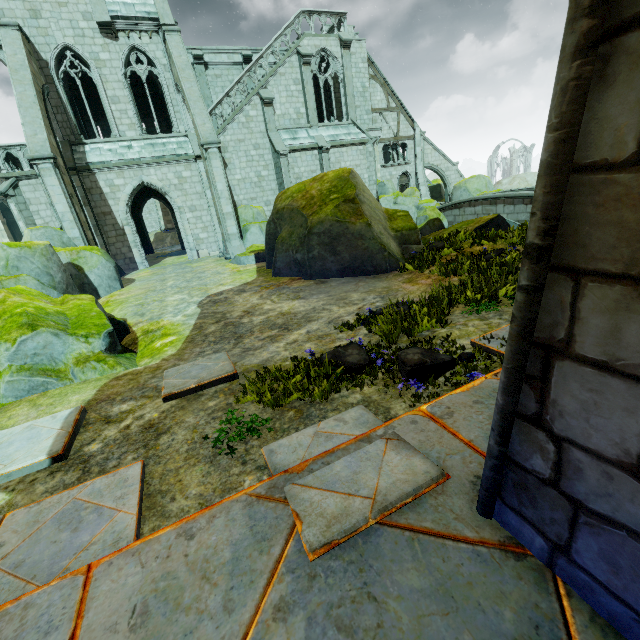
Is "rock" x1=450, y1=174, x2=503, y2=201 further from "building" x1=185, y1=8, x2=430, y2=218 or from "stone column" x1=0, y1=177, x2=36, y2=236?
"stone column" x1=0, y1=177, x2=36, y2=236

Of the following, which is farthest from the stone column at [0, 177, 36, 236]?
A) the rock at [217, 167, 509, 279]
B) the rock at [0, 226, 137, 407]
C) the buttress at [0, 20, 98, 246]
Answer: the rock at [217, 167, 509, 279]

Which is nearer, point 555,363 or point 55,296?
point 555,363

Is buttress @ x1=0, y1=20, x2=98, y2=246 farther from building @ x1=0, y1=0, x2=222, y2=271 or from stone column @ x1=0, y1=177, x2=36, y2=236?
stone column @ x1=0, y1=177, x2=36, y2=236

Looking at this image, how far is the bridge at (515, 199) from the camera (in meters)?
19.17

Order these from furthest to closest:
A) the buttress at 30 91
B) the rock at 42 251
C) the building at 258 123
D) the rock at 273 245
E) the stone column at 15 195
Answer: the building at 258 123
the stone column at 15 195
the buttress at 30 91
the rock at 273 245
the rock at 42 251

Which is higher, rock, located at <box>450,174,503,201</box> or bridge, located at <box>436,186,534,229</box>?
rock, located at <box>450,174,503,201</box>

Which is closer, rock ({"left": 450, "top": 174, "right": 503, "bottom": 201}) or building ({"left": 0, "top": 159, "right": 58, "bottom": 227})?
building ({"left": 0, "top": 159, "right": 58, "bottom": 227})
